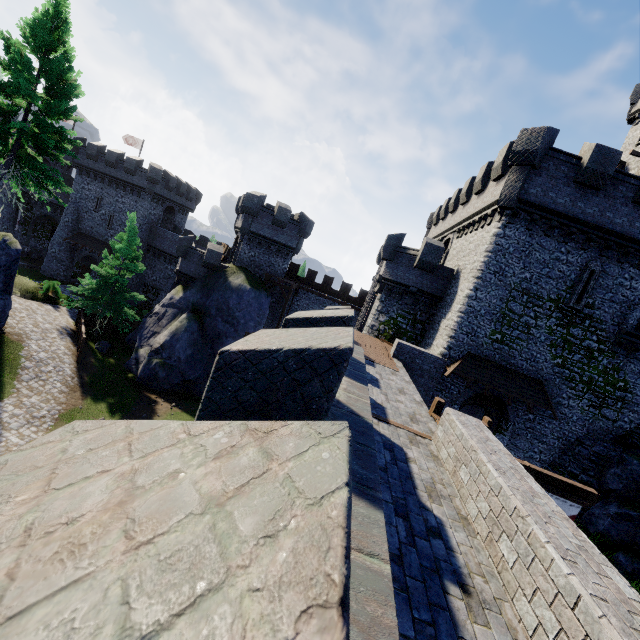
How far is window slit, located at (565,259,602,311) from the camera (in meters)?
16.94

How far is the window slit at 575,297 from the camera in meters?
16.9

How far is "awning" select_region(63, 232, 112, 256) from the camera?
39.3m

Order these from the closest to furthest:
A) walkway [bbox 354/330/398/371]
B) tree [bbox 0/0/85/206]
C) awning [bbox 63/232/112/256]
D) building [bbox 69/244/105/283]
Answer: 1. tree [bbox 0/0/85/206]
2. walkway [bbox 354/330/398/371]
3. awning [bbox 63/232/112/256]
4. building [bbox 69/244/105/283]

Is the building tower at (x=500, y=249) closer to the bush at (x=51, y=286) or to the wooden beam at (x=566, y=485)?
the wooden beam at (x=566, y=485)

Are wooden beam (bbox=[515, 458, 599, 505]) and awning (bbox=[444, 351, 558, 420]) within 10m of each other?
yes

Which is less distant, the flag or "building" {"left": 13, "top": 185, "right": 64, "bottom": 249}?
the flag

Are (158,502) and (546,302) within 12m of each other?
no
